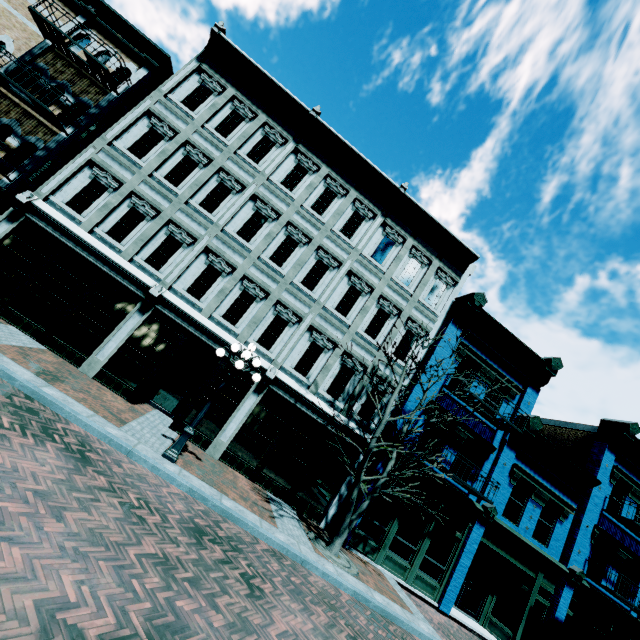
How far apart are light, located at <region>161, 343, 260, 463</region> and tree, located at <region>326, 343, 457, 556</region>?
3.9 meters

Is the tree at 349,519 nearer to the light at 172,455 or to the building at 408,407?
the building at 408,407

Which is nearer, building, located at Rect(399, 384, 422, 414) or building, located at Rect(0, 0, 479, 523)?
building, located at Rect(0, 0, 479, 523)

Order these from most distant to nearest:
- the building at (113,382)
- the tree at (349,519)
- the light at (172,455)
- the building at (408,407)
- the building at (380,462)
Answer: the building at (408,407) < the building at (380,462) < the building at (113,382) < the tree at (349,519) < the light at (172,455)

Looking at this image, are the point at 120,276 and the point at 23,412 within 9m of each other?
yes

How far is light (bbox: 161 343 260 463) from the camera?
8.3m

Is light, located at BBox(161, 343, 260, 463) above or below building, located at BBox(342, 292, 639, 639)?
below

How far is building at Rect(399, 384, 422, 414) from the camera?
12.92m
